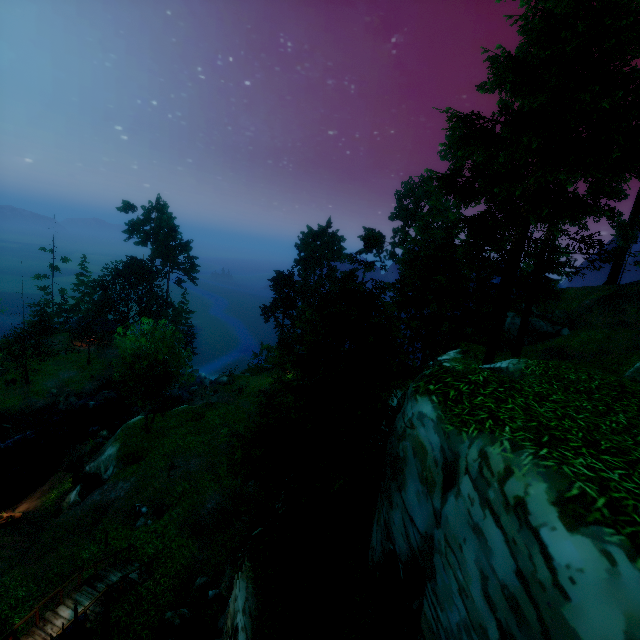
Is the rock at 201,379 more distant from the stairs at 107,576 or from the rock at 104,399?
the stairs at 107,576

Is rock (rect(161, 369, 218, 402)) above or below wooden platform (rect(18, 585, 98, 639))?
below

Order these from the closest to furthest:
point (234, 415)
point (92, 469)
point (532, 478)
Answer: point (532, 478)
point (92, 469)
point (234, 415)

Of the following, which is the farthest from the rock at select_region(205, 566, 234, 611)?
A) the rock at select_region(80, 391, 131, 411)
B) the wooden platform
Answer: the rock at select_region(80, 391, 131, 411)

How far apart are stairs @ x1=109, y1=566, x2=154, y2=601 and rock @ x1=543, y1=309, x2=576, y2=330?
40.6 meters

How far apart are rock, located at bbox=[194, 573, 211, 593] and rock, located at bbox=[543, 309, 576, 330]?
38.3 meters

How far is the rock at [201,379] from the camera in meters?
45.1

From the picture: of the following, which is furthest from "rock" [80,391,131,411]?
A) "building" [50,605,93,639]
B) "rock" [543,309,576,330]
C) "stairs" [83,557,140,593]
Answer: "rock" [543,309,576,330]
